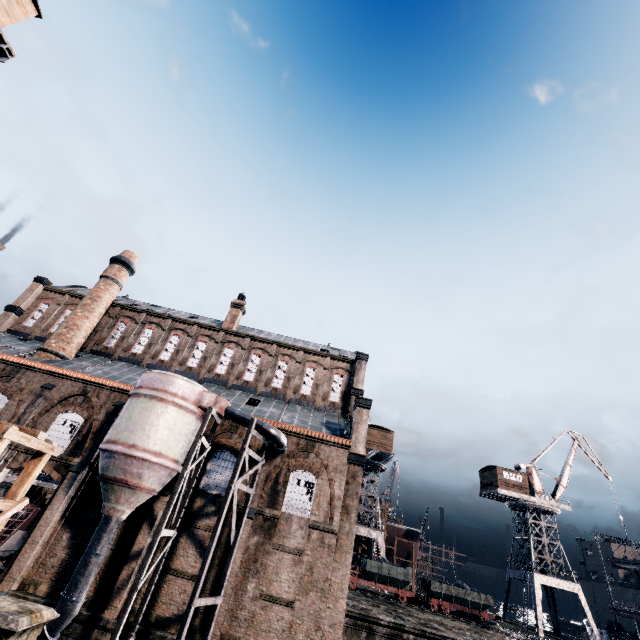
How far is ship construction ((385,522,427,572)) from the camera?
49.65m

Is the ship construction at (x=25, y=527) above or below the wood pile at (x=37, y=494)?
below

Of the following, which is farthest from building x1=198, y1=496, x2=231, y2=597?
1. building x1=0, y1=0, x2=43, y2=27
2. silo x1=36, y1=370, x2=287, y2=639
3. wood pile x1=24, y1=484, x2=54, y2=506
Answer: building x1=0, y1=0, x2=43, y2=27

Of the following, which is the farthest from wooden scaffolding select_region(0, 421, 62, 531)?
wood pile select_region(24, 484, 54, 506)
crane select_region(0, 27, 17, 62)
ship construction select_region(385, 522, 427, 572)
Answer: ship construction select_region(385, 522, 427, 572)

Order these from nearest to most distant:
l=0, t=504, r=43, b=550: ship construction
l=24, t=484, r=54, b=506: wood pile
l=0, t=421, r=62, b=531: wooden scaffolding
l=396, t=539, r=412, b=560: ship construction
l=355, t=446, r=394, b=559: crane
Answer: l=0, t=421, r=62, b=531: wooden scaffolding < l=0, t=504, r=43, b=550: ship construction < l=24, t=484, r=54, b=506: wood pile < l=355, t=446, r=394, b=559: crane < l=396, t=539, r=412, b=560: ship construction

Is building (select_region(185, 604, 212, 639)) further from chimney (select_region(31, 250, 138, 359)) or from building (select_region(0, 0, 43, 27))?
building (select_region(0, 0, 43, 27))

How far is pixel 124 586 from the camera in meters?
18.5 m

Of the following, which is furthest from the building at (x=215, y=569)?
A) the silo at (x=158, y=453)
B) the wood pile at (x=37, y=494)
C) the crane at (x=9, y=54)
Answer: the crane at (x=9, y=54)
